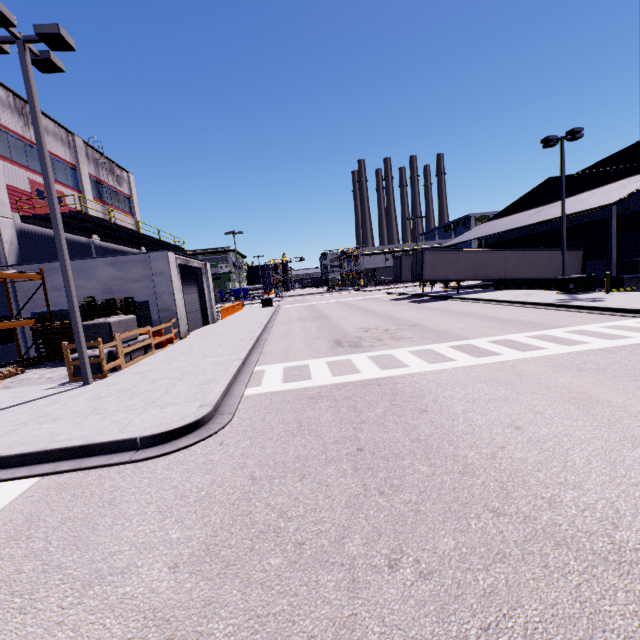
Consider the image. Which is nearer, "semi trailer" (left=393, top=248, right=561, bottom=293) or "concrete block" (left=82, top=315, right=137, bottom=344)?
"concrete block" (left=82, top=315, right=137, bottom=344)

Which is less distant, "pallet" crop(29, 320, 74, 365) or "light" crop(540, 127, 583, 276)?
"pallet" crop(29, 320, 74, 365)

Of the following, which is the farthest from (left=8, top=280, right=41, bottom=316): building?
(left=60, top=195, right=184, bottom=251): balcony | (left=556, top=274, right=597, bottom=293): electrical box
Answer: (left=556, top=274, right=597, bottom=293): electrical box

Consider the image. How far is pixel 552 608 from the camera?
2.43m

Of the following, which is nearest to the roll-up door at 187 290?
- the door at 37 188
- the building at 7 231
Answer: the building at 7 231

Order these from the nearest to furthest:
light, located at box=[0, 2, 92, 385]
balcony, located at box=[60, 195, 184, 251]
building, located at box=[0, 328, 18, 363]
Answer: light, located at box=[0, 2, 92, 385] < building, located at box=[0, 328, 18, 363] < balcony, located at box=[60, 195, 184, 251]

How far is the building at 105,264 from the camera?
17.1 meters

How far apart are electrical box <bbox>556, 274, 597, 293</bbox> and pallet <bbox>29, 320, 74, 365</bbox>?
27.59m
